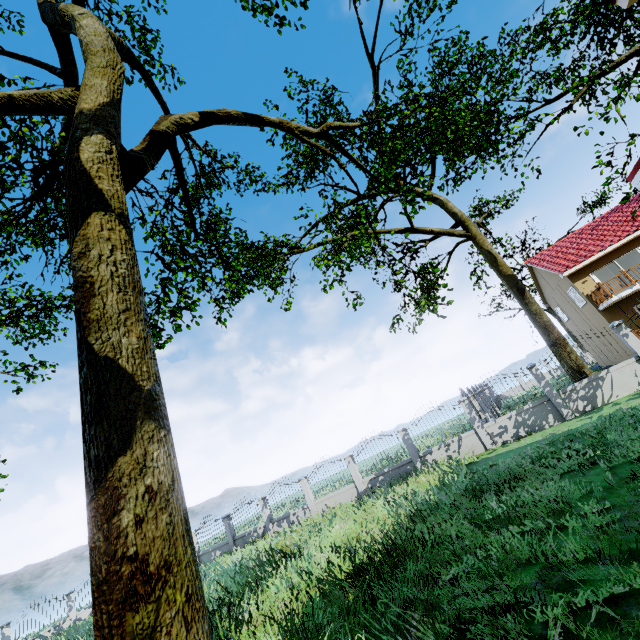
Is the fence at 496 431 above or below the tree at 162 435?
below

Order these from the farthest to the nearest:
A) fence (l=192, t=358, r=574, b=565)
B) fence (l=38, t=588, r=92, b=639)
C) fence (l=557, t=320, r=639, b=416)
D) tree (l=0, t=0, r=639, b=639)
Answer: fence (l=38, t=588, r=92, b=639) < fence (l=192, t=358, r=574, b=565) < fence (l=557, t=320, r=639, b=416) < tree (l=0, t=0, r=639, b=639)

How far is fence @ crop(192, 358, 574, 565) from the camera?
13.0m

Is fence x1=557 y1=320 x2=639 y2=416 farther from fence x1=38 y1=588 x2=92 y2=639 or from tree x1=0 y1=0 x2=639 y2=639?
fence x1=38 y1=588 x2=92 y2=639

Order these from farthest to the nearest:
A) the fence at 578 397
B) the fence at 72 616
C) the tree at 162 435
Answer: the fence at 72 616 < the fence at 578 397 < the tree at 162 435

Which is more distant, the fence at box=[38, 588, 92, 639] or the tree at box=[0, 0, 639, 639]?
the fence at box=[38, 588, 92, 639]

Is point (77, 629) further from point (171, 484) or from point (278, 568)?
point (171, 484)
